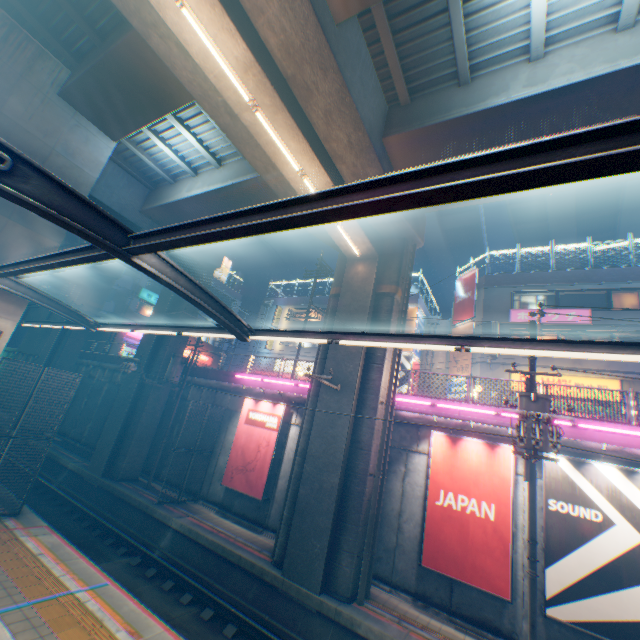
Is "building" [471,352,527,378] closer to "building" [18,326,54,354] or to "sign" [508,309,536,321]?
"sign" [508,309,536,321]

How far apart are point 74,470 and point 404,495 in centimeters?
1893cm

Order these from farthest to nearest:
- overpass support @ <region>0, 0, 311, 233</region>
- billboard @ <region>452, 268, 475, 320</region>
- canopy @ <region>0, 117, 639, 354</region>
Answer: billboard @ <region>452, 268, 475, 320</region>
overpass support @ <region>0, 0, 311, 233</region>
canopy @ <region>0, 117, 639, 354</region>

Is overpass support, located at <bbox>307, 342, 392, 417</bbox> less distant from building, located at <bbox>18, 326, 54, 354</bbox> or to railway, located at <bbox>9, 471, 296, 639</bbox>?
railway, located at <bbox>9, 471, 296, 639</bbox>

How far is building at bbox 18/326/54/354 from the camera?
33.62m

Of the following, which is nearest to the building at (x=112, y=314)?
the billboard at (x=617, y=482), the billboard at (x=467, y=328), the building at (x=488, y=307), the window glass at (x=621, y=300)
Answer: the billboard at (x=467, y=328)

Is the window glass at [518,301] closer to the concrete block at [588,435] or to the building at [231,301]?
the building at [231,301]

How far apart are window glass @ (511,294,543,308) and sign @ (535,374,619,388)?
4.4m
